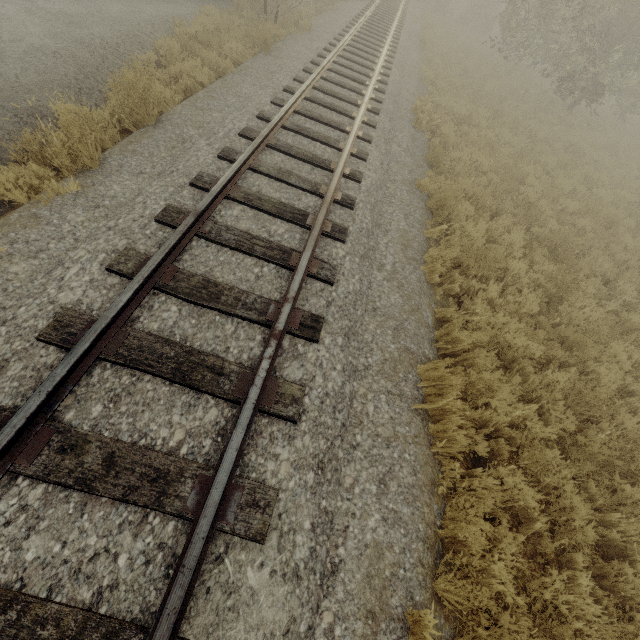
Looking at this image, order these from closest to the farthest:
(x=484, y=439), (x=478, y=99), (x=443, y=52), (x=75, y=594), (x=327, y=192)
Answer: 1. (x=75, y=594)
2. (x=484, y=439)
3. (x=327, y=192)
4. (x=478, y=99)
5. (x=443, y=52)
